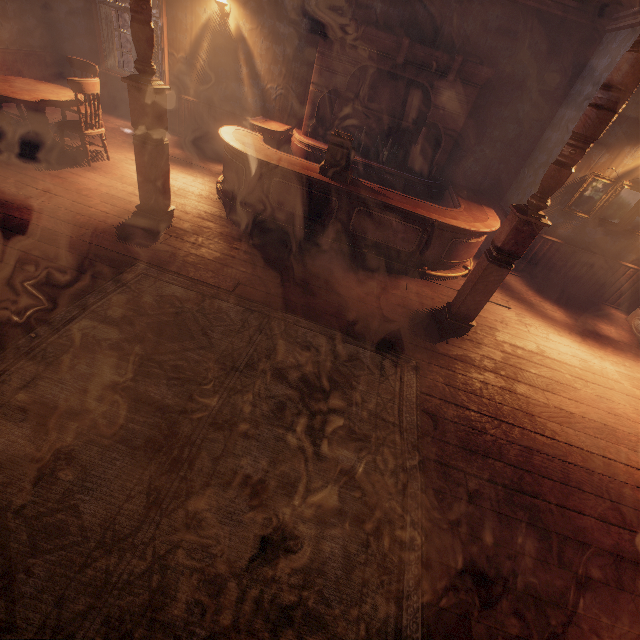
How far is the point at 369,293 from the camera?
4.56m

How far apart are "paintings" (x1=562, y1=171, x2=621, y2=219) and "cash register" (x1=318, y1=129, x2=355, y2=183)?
3.9 meters

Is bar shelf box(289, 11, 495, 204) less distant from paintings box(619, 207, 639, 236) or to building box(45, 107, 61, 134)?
building box(45, 107, 61, 134)

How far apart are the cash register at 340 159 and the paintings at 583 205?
A: 3.86m

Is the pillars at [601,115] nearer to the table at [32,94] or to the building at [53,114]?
the building at [53,114]

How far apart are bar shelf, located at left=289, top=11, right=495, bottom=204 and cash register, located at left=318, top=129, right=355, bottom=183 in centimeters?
152cm

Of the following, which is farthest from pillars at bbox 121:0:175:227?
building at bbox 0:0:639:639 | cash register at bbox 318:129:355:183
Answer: cash register at bbox 318:129:355:183

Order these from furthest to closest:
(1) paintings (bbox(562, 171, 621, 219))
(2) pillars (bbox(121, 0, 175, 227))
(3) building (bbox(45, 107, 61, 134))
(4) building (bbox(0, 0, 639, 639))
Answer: (3) building (bbox(45, 107, 61, 134))
(1) paintings (bbox(562, 171, 621, 219))
(2) pillars (bbox(121, 0, 175, 227))
(4) building (bbox(0, 0, 639, 639))
